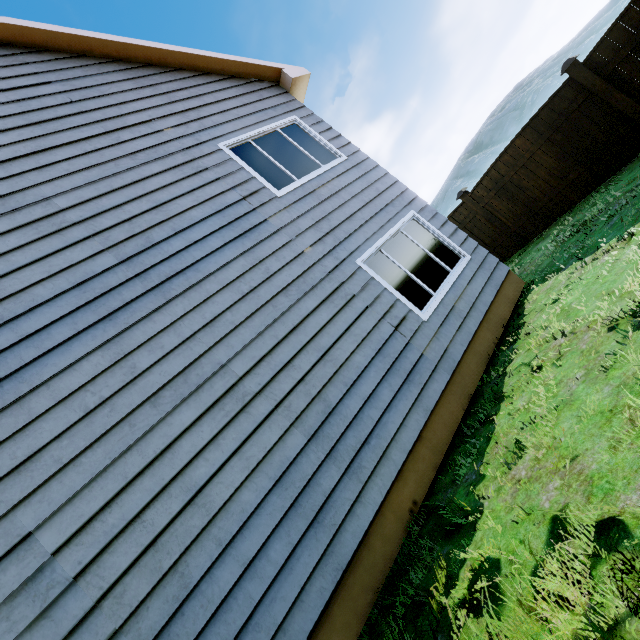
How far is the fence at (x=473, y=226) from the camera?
8.7 meters

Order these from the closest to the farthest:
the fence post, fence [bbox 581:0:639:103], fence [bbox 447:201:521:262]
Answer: fence [bbox 581:0:639:103]
the fence post
fence [bbox 447:201:521:262]

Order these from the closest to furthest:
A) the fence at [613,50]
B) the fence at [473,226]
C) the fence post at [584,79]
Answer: the fence at [613,50] → the fence post at [584,79] → the fence at [473,226]

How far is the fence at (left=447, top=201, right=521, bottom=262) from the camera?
8.7 meters

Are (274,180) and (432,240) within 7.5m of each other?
yes

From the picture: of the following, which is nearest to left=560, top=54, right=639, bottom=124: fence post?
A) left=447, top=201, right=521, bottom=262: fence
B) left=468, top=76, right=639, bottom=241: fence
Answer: left=468, top=76, right=639, bottom=241: fence

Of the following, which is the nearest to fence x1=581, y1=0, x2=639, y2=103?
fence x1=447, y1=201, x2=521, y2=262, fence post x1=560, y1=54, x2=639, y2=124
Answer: fence post x1=560, y1=54, x2=639, y2=124
